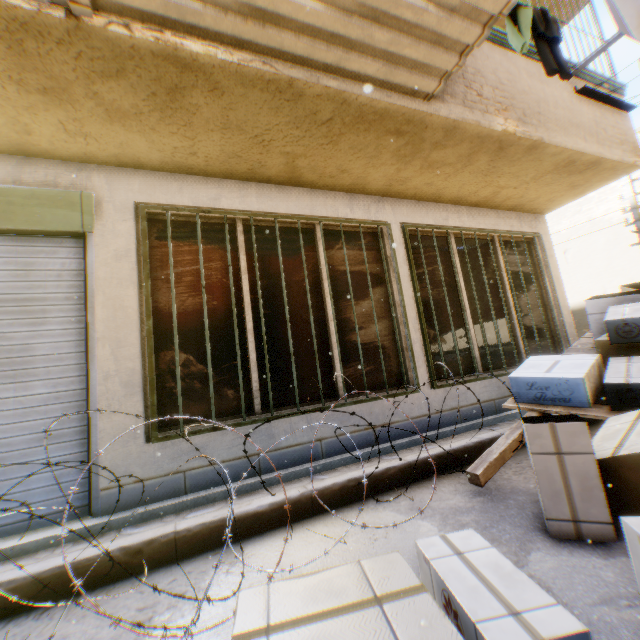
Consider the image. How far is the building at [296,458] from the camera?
3.3m

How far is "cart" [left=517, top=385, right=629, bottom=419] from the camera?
2.92m

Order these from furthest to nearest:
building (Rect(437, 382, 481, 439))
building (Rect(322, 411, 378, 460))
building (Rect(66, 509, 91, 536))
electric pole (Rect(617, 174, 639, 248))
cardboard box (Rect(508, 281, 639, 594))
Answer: electric pole (Rect(617, 174, 639, 248)) → building (Rect(437, 382, 481, 439)) → building (Rect(322, 411, 378, 460)) → building (Rect(66, 509, 91, 536)) → cardboard box (Rect(508, 281, 639, 594))

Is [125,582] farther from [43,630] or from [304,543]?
[304,543]

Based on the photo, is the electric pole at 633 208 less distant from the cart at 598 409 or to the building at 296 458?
the building at 296 458

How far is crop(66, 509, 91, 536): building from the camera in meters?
2.5 m

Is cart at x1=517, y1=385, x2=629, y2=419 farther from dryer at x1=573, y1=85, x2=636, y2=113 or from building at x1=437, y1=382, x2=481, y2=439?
dryer at x1=573, y1=85, x2=636, y2=113

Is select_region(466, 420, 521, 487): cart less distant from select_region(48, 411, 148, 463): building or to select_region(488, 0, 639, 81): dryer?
select_region(48, 411, 148, 463): building
